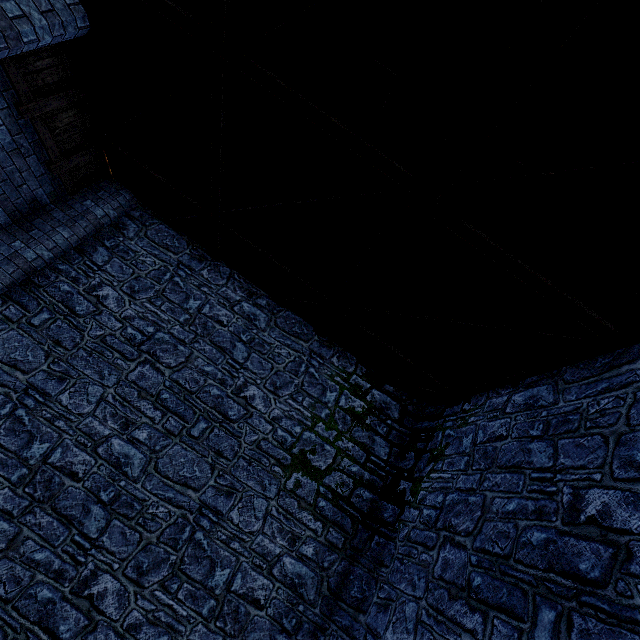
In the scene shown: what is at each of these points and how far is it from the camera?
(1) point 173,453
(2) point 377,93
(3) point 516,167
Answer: (1) building tower, 5.6m
(2) stairs, 3.2m
(3) stairs, 3.1m

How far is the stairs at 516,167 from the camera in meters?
3.0 m

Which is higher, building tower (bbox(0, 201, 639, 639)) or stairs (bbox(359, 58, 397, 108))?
stairs (bbox(359, 58, 397, 108))

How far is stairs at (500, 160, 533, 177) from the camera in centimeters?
303cm
